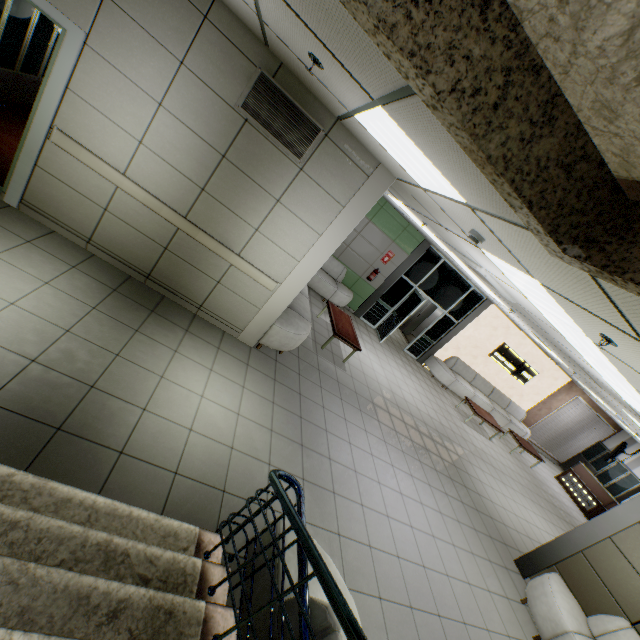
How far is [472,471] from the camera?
7.78m

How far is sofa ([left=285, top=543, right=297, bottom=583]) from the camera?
2.29m

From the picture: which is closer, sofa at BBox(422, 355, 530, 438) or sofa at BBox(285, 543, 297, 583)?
sofa at BBox(285, 543, 297, 583)

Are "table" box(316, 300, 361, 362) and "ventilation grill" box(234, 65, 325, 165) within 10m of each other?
yes

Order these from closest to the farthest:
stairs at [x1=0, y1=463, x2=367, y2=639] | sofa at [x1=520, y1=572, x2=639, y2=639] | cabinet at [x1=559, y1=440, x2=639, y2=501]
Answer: stairs at [x1=0, y1=463, x2=367, y2=639], sofa at [x1=520, y1=572, x2=639, y2=639], cabinet at [x1=559, y1=440, x2=639, y2=501]

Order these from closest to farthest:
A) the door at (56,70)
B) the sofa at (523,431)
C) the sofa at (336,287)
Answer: the door at (56,70) < the sofa at (336,287) < the sofa at (523,431)

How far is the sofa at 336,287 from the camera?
5.2 meters

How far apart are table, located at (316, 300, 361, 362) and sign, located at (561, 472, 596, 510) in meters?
12.1
